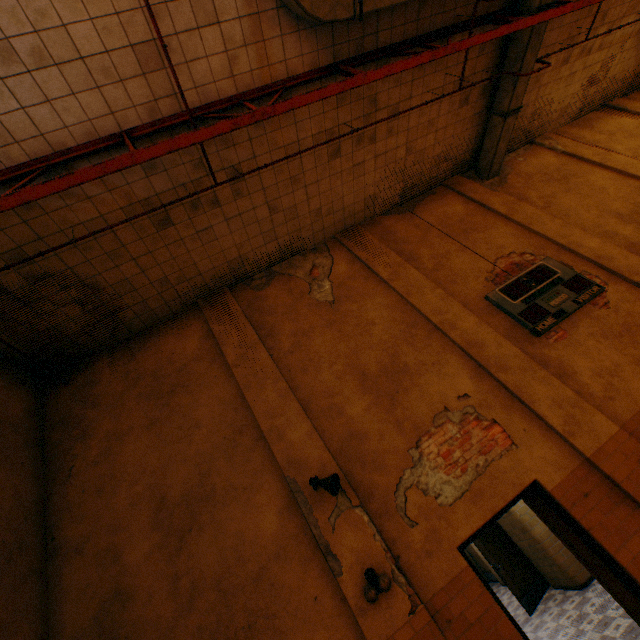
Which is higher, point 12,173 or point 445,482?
point 12,173

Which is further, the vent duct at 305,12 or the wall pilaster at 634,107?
the wall pilaster at 634,107

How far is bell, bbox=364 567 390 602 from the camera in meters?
4.0

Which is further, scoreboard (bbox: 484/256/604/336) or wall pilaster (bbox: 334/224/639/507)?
scoreboard (bbox: 484/256/604/336)

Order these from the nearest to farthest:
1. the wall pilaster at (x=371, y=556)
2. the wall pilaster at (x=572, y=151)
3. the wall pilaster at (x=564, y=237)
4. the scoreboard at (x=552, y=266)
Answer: the wall pilaster at (x=371, y=556)
the scoreboard at (x=552, y=266)
the wall pilaster at (x=564, y=237)
the wall pilaster at (x=572, y=151)

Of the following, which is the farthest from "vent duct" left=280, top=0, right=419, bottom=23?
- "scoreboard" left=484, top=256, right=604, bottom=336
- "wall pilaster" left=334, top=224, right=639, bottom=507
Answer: "wall pilaster" left=334, top=224, right=639, bottom=507

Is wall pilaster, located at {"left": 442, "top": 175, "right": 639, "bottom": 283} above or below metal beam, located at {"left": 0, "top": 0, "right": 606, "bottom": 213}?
below

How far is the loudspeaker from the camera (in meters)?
4.62
